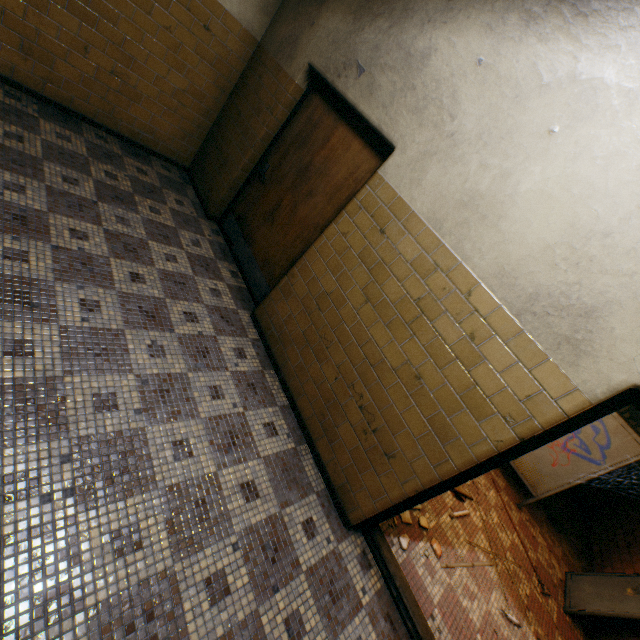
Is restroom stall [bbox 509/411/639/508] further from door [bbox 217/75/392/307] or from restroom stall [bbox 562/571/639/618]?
door [bbox 217/75/392/307]

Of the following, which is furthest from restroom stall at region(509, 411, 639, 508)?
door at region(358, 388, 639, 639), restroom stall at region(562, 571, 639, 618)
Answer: door at region(358, 388, 639, 639)

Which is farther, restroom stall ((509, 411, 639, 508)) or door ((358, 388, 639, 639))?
restroom stall ((509, 411, 639, 508))

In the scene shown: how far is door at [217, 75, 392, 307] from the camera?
3.2 meters

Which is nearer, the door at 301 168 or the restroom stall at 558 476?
the door at 301 168

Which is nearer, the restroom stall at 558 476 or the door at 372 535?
the door at 372 535

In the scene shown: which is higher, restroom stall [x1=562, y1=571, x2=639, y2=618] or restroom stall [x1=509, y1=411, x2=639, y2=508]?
restroom stall [x1=509, y1=411, x2=639, y2=508]

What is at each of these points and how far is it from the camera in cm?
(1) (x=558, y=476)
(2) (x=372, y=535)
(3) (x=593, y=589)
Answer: (1) restroom stall, 489
(2) door, 271
(3) restroom stall, 427
